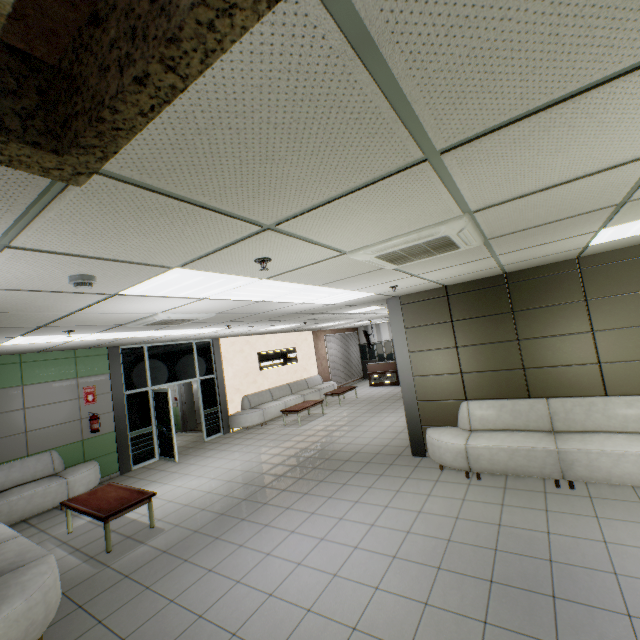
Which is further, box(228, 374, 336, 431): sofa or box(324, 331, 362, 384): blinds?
box(324, 331, 362, 384): blinds

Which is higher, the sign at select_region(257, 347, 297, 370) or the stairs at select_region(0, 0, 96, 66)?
the stairs at select_region(0, 0, 96, 66)

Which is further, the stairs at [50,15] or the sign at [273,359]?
the sign at [273,359]

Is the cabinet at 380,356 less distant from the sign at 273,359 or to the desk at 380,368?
the desk at 380,368

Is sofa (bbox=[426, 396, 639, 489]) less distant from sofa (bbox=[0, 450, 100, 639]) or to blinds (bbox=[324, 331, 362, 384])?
sofa (bbox=[0, 450, 100, 639])

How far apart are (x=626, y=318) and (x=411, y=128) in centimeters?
554cm

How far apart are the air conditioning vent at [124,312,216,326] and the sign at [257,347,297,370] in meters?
7.1 m

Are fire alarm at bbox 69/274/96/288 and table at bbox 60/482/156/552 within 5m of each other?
yes
